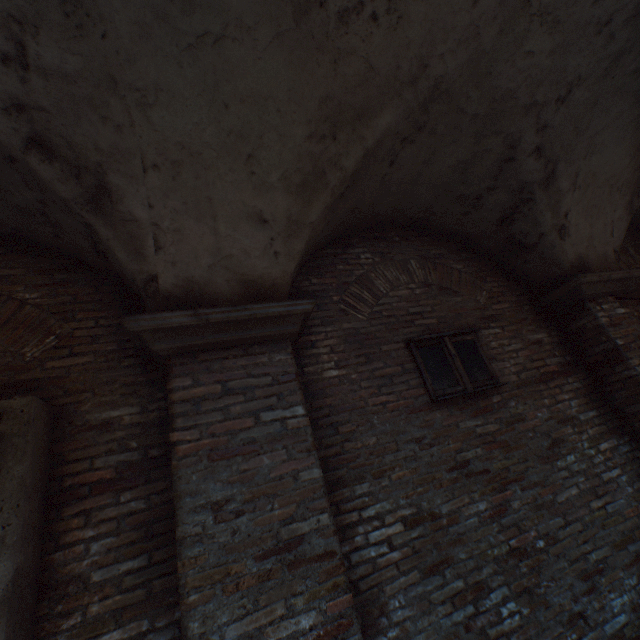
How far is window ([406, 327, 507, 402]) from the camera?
3.5m

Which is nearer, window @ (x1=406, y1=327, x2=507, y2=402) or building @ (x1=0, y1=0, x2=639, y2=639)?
building @ (x1=0, y1=0, x2=639, y2=639)

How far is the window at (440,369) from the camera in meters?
3.5

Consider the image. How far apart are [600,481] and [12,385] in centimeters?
575cm

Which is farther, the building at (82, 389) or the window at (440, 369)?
the window at (440, 369)
